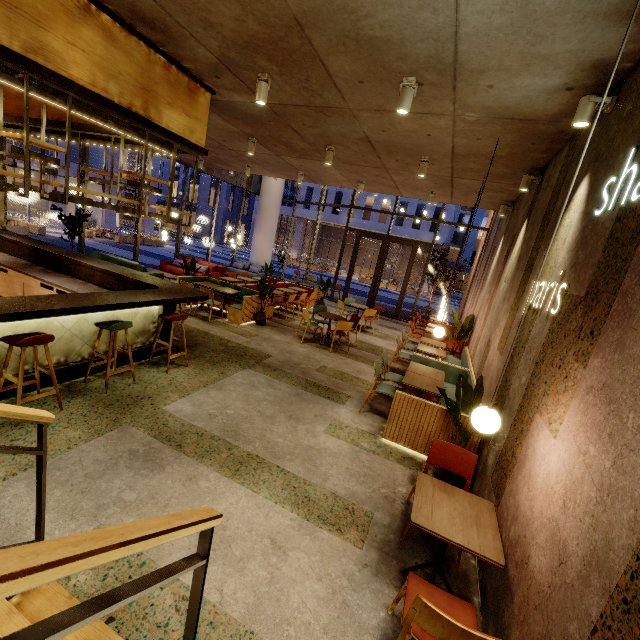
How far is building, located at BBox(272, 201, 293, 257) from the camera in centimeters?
4326cm

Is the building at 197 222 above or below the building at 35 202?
above

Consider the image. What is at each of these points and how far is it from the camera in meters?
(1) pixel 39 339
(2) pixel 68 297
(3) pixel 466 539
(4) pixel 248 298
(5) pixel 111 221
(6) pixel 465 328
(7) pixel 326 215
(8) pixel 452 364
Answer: (1) chair, 3.5 m
(2) bar counter, 4.2 m
(3) table, 2.3 m
(4) seat, 8.8 m
(5) building, 28.0 m
(6) tree, 8.8 m
(7) building, 40.2 m
(8) seat, 6.5 m

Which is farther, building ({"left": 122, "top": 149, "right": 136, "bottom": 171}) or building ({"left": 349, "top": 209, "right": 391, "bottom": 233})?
building ({"left": 349, "top": 209, "right": 391, "bottom": 233})

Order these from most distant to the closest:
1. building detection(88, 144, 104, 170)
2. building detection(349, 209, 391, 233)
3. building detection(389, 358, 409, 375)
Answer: building detection(349, 209, 391, 233) < building detection(88, 144, 104, 170) < building detection(389, 358, 409, 375)

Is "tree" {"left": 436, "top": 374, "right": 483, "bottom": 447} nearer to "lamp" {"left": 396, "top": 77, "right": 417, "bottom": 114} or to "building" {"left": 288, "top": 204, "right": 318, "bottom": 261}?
"lamp" {"left": 396, "top": 77, "right": 417, "bottom": 114}

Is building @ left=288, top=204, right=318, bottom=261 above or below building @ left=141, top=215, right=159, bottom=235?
above

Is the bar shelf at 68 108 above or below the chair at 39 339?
above
